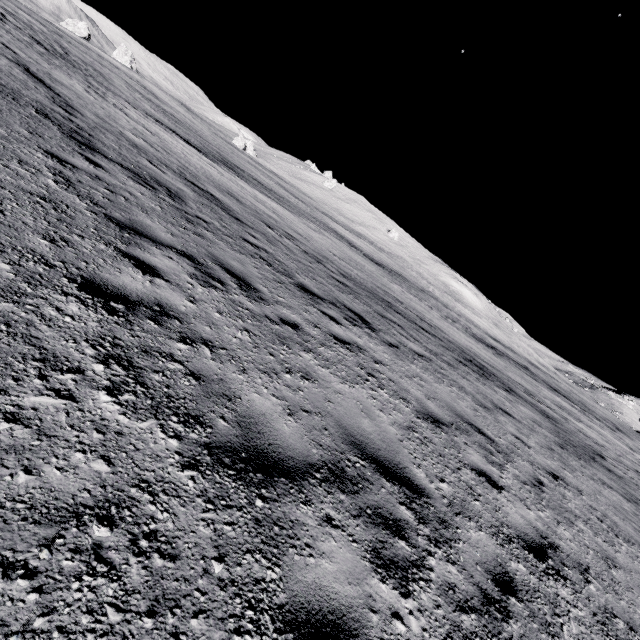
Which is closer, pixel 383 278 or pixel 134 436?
pixel 134 436
